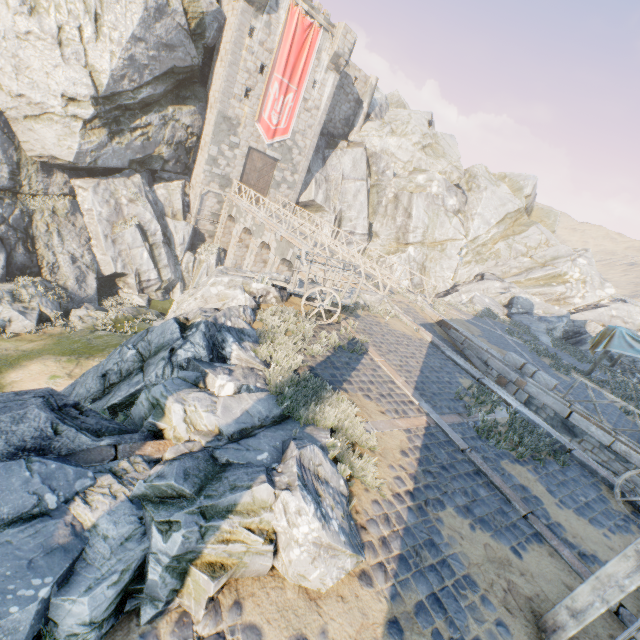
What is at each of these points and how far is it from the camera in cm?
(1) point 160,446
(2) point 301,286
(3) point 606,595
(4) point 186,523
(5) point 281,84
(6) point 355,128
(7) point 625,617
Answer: (1) stone blocks, 419
(2) wagon, 996
(3) wooden structure, 351
(4) rock, 297
(5) flag, 2434
(6) chimney, 3309
(7) stone blocks, 456

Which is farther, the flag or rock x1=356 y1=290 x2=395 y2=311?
the flag

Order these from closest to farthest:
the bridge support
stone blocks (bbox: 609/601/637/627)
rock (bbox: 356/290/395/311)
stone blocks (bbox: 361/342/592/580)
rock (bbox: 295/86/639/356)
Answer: stone blocks (bbox: 609/601/637/627)
stone blocks (bbox: 361/342/592/580)
rock (bbox: 356/290/395/311)
the bridge support
rock (bbox: 295/86/639/356)

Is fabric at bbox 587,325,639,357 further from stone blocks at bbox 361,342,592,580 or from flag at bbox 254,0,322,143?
flag at bbox 254,0,322,143

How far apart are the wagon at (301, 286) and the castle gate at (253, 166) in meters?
19.7

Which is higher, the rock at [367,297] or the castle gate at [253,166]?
the castle gate at [253,166]

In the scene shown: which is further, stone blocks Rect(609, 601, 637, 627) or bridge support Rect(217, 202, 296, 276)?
bridge support Rect(217, 202, 296, 276)

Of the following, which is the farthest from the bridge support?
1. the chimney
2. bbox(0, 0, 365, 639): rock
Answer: the chimney
